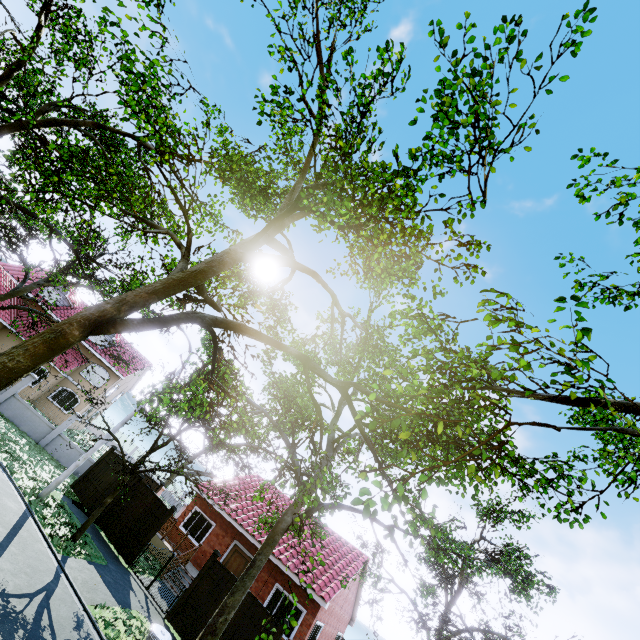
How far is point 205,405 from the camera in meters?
14.2 m

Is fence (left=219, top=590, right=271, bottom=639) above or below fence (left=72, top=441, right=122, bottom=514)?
above

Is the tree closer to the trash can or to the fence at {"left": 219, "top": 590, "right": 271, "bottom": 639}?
the trash can

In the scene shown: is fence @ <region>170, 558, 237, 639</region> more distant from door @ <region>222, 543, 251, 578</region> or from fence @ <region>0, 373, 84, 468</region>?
fence @ <region>0, 373, 84, 468</region>

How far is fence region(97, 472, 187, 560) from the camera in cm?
1439

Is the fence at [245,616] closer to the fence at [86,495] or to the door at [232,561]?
the door at [232,561]

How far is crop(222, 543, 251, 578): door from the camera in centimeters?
1753cm

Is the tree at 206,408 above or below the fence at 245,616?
above
